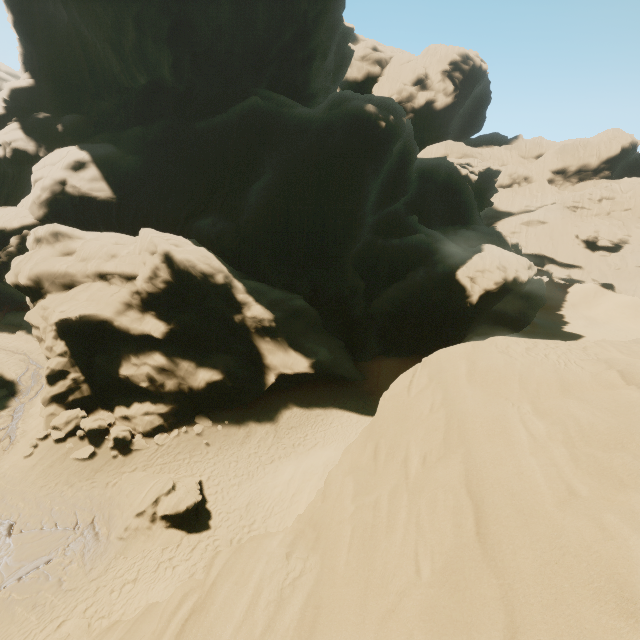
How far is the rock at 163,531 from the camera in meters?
14.2

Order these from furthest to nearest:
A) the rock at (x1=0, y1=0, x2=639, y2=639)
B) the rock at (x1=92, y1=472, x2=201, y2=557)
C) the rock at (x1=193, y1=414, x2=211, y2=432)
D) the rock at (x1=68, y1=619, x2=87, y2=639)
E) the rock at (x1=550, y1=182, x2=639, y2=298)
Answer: the rock at (x1=550, y1=182, x2=639, y2=298)
the rock at (x1=193, y1=414, x2=211, y2=432)
the rock at (x1=92, y1=472, x2=201, y2=557)
the rock at (x1=68, y1=619, x2=87, y2=639)
the rock at (x1=0, y1=0, x2=639, y2=639)

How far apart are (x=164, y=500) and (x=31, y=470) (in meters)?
7.74

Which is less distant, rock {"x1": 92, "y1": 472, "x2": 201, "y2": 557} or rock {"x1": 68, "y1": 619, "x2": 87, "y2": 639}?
rock {"x1": 68, "y1": 619, "x2": 87, "y2": 639}

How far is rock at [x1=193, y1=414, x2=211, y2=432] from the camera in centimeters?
2095cm

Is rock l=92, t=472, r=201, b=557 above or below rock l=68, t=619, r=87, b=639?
above
